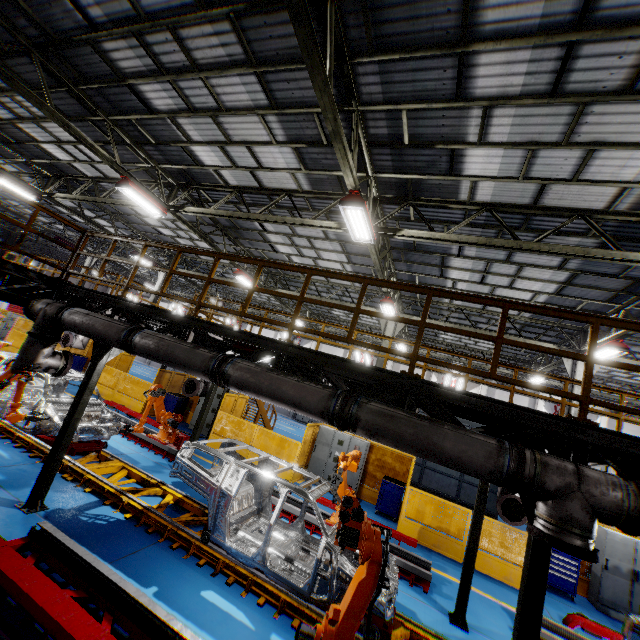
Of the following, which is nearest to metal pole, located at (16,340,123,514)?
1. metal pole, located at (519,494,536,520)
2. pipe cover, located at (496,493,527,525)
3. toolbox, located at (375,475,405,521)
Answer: metal pole, located at (519,494,536,520)

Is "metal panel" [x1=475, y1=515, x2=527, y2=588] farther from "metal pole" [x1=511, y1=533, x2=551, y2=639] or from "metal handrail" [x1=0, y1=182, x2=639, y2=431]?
"metal pole" [x1=511, y1=533, x2=551, y2=639]

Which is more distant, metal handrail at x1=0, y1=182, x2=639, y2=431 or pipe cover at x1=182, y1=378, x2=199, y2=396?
pipe cover at x1=182, y1=378, x2=199, y2=396

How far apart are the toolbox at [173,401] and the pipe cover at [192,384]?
6.1 meters

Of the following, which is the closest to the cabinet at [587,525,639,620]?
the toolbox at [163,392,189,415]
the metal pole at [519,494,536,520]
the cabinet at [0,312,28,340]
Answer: the metal pole at [519,494,536,520]

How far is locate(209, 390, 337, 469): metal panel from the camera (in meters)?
12.28

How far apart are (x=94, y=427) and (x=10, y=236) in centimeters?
2611cm

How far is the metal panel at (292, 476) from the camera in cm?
1196
